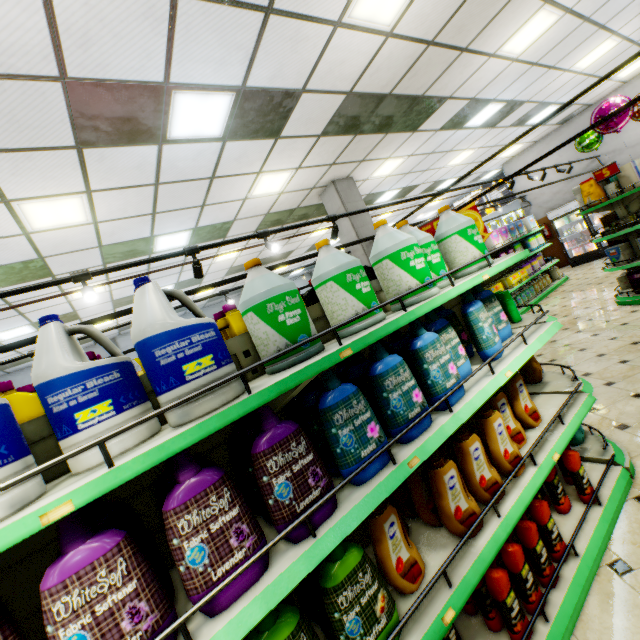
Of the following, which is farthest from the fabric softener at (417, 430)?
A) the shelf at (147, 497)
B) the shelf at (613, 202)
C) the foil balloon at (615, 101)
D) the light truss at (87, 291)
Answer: the foil balloon at (615, 101)

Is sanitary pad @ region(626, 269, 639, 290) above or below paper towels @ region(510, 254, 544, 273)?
below

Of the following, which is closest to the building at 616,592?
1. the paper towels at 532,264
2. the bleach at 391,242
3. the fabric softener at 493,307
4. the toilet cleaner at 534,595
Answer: the toilet cleaner at 534,595

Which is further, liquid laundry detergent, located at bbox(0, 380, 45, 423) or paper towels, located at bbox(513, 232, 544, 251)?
paper towels, located at bbox(513, 232, 544, 251)

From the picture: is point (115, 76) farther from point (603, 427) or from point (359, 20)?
point (603, 427)

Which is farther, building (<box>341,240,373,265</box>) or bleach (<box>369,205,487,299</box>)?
building (<box>341,240,373,265</box>)

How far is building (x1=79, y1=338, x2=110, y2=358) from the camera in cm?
1174

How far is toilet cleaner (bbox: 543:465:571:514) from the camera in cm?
222
